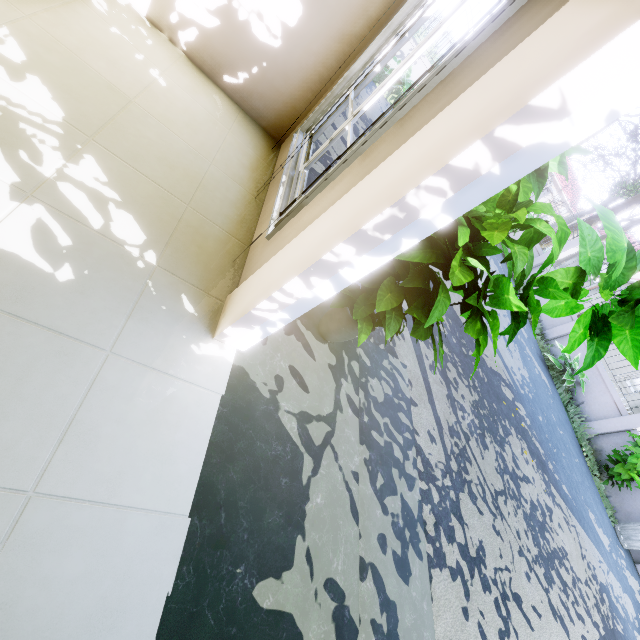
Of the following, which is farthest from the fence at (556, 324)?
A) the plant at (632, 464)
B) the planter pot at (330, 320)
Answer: the planter pot at (330, 320)

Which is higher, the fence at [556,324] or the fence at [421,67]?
the fence at [421,67]

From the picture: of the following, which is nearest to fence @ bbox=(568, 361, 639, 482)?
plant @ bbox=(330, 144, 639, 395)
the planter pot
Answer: plant @ bbox=(330, 144, 639, 395)

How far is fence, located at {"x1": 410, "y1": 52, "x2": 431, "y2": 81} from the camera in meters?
10.6 m

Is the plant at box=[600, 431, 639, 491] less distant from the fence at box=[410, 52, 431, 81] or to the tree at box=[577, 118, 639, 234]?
the fence at box=[410, 52, 431, 81]

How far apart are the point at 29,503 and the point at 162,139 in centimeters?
192cm

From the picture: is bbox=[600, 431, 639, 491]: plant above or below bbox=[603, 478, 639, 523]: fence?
above

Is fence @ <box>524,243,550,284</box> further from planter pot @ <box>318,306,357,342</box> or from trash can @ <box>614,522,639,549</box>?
planter pot @ <box>318,306,357,342</box>
